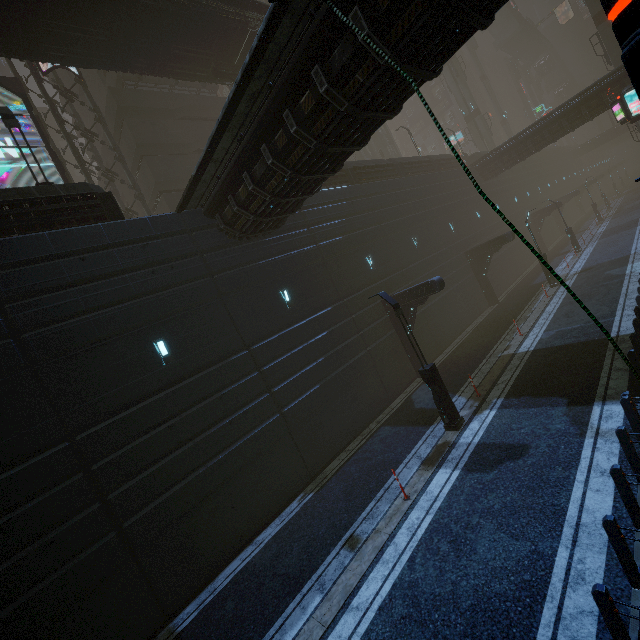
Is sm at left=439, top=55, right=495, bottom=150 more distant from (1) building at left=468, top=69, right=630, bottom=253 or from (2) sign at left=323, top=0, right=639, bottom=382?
(2) sign at left=323, top=0, right=639, bottom=382

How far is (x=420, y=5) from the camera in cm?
596

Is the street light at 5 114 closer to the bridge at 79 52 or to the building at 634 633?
the building at 634 633

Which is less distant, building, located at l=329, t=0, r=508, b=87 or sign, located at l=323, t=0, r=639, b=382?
sign, located at l=323, t=0, r=639, b=382

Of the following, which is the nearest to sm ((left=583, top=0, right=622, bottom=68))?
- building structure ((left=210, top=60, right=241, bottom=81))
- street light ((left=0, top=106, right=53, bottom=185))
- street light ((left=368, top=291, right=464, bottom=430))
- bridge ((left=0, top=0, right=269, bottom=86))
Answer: building structure ((left=210, top=60, right=241, bottom=81))

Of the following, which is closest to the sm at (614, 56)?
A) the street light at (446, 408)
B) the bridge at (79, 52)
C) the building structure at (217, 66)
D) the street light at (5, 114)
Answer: the building structure at (217, 66)

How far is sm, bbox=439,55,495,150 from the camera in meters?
47.3 m

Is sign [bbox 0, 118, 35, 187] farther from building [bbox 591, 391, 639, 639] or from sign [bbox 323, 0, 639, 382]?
sign [bbox 323, 0, 639, 382]
